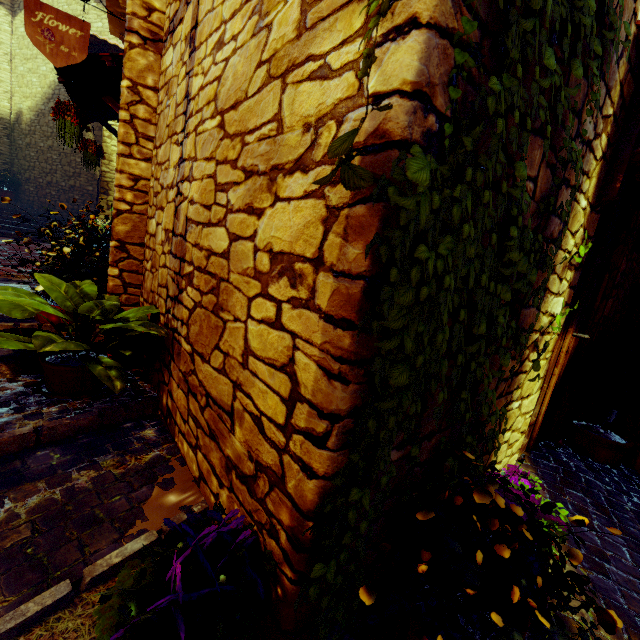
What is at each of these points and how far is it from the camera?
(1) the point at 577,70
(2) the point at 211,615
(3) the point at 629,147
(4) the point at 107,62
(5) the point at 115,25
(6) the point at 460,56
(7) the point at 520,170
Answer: (1) vines, 1.2 meters
(2) flower pot, 1.0 meters
(3) door eaves, 1.8 meters
(4) door eaves, 3.5 meters
(5) window sill, 5.5 meters
(6) vines, 0.8 meters
(7) vines, 1.1 meters

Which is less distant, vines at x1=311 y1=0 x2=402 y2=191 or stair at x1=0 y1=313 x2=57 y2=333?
vines at x1=311 y1=0 x2=402 y2=191

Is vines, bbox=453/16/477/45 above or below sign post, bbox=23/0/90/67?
below

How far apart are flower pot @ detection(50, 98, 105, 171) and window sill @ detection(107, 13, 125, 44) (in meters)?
1.89

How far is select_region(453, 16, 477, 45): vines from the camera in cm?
77

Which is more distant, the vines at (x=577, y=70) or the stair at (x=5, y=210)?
the stair at (x=5, y=210)

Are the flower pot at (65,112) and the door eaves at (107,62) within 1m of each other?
yes
